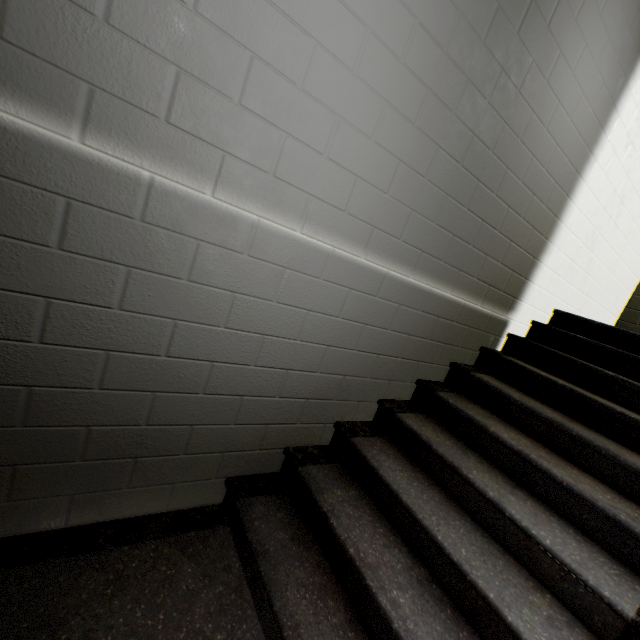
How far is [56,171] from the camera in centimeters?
96cm
